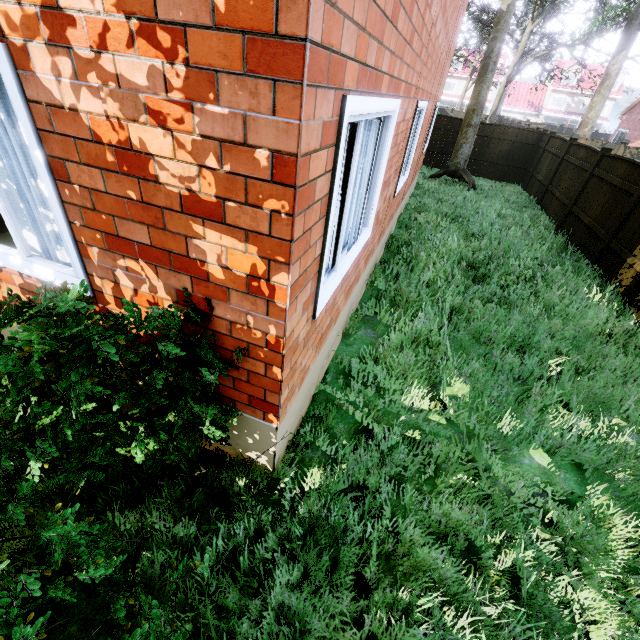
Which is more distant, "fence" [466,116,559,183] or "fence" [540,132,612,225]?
"fence" [466,116,559,183]

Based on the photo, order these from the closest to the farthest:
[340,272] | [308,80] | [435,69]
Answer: [308,80], [340,272], [435,69]

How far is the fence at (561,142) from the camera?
12.1 meters

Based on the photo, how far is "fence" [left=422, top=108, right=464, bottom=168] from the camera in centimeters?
1559cm

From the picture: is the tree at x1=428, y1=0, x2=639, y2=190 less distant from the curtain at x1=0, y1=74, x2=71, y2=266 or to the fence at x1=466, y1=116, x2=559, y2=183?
the fence at x1=466, y1=116, x2=559, y2=183

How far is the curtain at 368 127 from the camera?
3.0m

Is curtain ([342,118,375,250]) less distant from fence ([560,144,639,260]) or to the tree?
fence ([560,144,639,260])
